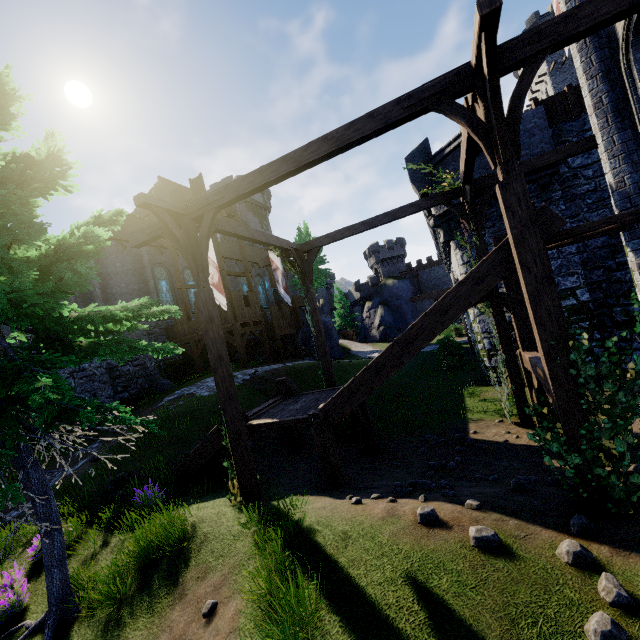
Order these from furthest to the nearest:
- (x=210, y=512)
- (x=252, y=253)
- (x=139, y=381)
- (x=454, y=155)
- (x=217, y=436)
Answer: (x=252, y=253) → (x=139, y=381) → (x=454, y=155) → (x=217, y=436) → (x=210, y=512)

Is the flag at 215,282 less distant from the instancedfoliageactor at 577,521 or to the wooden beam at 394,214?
the wooden beam at 394,214

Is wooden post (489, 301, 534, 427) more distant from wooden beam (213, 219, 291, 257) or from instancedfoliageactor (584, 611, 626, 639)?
instancedfoliageactor (584, 611, 626, 639)

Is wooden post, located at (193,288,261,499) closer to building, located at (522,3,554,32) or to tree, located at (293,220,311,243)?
tree, located at (293,220,311,243)

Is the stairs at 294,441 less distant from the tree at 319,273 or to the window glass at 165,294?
the window glass at 165,294

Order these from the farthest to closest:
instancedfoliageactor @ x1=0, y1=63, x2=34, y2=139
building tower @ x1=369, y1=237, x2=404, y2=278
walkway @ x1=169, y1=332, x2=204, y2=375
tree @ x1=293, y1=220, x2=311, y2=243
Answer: building tower @ x1=369, y1=237, x2=404, y2=278 < tree @ x1=293, y1=220, x2=311, y2=243 < walkway @ x1=169, y1=332, x2=204, y2=375 < instancedfoliageactor @ x1=0, y1=63, x2=34, y2=139

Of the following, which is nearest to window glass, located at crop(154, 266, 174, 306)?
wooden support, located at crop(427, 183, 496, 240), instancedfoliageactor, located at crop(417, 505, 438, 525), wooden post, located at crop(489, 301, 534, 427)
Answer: wooden support, located at crop(427, 183, 496, 240)

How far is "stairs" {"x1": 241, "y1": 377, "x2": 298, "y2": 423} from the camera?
8.76m
